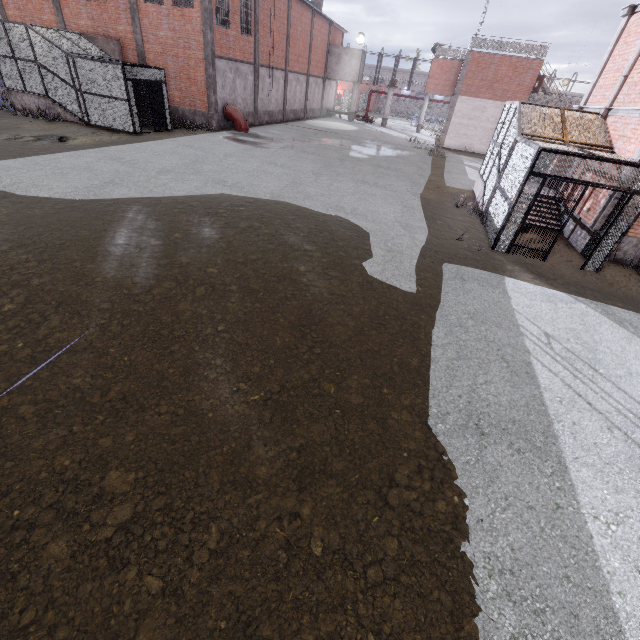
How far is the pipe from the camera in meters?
22.1

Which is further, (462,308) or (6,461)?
(462,308)

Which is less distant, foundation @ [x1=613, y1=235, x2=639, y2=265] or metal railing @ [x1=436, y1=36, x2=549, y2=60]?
foundation @ [x1=613, y1=235, x2=639, y2=265]

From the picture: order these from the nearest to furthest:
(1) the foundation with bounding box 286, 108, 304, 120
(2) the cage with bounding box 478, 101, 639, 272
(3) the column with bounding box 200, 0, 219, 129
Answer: (2) the cage with bounding box 478, 101, 639, 272 → (3) the column with bounding box 200, 0, 219, 129 → (1) the foundation with bounding box 286, 108, 304, 120

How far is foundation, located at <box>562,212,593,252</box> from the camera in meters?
10.6

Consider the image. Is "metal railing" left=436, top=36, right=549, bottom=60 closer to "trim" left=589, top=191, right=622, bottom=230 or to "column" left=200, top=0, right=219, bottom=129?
"trim" left=589, top=191, right=622, bottom=230

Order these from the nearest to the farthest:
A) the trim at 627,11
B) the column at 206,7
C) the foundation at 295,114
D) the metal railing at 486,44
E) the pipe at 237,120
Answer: the trim at 627,11 → the column at 206,7 → the pipe at 237,120 → the metal railing at 486,44 → the foundation at 295,114

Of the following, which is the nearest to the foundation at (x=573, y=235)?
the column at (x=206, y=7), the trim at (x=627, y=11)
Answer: the trim at (x=627, y=11)
